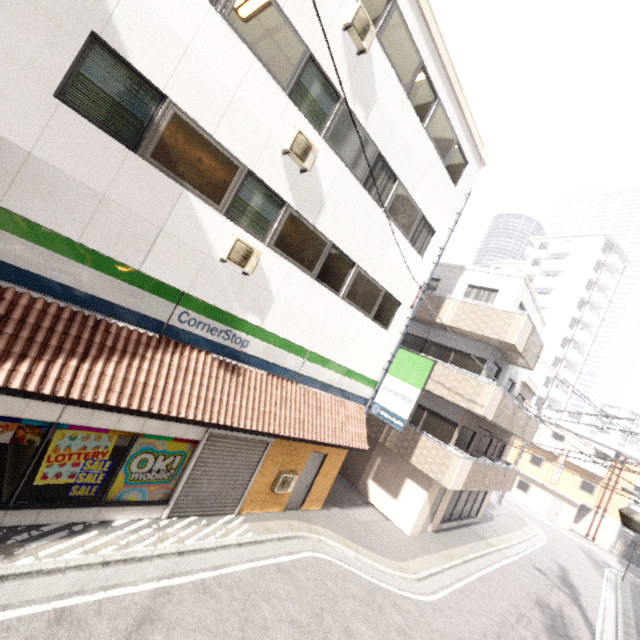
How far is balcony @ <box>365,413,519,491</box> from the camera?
12.2m

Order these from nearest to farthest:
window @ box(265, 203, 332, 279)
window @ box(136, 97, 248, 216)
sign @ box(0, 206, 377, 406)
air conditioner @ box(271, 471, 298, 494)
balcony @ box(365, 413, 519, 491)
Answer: sign @ box(0, 206, 377, 406)
window @ box(136, 97, 248, 216)
window @ box(265, 203, 332, 279)
air conditioner @ box(271, 471, 298, 494)
balcony @ box(365, 413, 519, 491)

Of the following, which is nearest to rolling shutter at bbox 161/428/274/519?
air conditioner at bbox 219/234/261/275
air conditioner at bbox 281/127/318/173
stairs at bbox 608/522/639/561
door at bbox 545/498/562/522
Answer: air conditioner at bbox 219/234/261/275

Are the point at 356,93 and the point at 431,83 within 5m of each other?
yes

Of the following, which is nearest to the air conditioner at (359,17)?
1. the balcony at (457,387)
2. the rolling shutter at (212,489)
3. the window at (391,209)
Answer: the window at (391,209)

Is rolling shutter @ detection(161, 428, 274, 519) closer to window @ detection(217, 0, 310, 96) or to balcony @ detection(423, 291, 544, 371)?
window @ detection(217, 0, 310, 96)

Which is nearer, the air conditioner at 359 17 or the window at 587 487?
the air conditioner at 359 17

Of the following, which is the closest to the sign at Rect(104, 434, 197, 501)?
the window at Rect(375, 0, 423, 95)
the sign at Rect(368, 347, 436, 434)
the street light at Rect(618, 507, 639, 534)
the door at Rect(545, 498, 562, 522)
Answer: the sign at Rect(368, 347, 436, 434)
